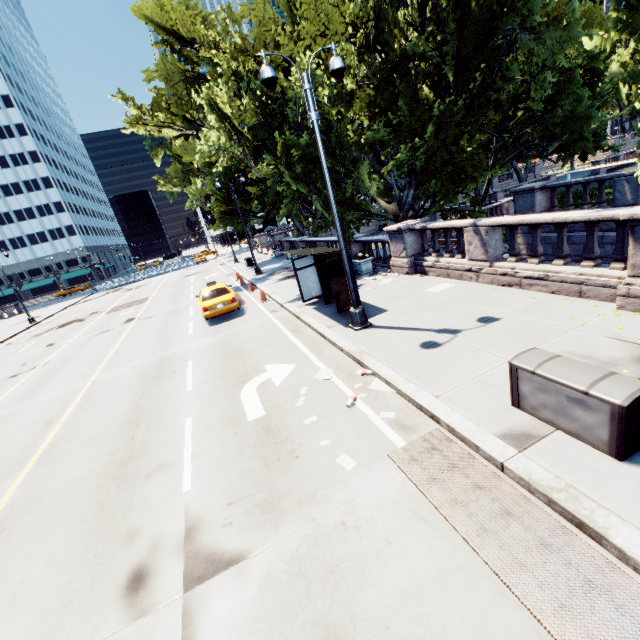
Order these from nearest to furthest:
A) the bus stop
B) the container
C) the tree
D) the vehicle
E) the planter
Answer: the container
the bus stop
the tree
the vehicle
the planter

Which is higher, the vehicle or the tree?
the tree

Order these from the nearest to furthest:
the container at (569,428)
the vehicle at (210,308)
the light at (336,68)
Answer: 1. the container at (569,428)
2. the light at (336,68)
3. the vehicle at (210,308)

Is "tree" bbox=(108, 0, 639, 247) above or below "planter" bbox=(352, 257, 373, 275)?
above

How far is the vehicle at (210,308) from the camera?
15.4 meters

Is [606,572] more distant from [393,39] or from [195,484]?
[393,39]

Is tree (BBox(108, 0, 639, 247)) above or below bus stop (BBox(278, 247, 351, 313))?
above

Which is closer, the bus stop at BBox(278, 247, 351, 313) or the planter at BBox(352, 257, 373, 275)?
the bus stop at BBox(278, 247, 351, 313)
